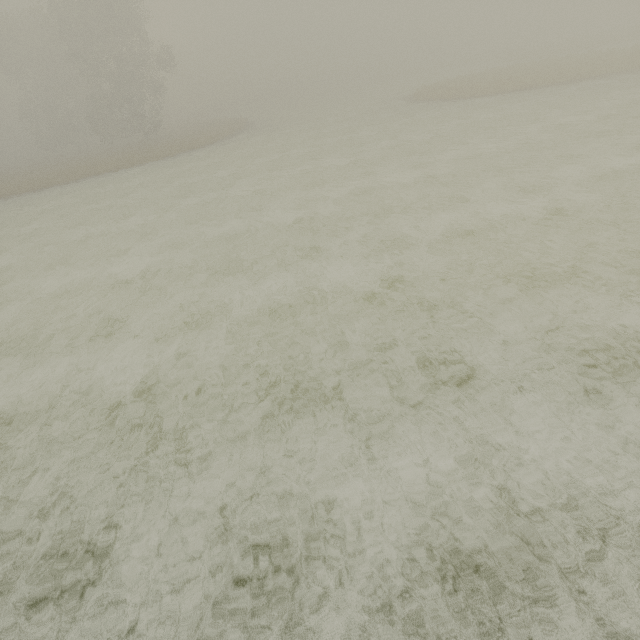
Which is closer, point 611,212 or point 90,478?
point 90,478
